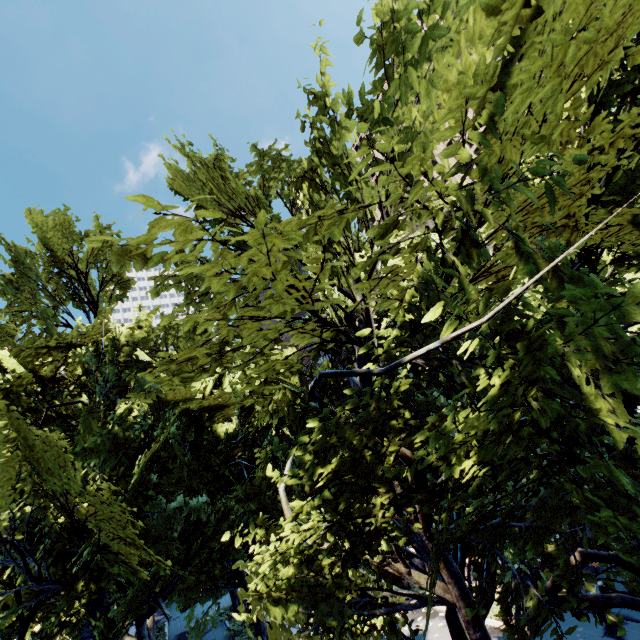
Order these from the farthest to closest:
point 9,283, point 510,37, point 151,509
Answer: point 151,509 → point 9,283 → point 510,37

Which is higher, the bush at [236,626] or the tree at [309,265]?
the tree at [309,265]

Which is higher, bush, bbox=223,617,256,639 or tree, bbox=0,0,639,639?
tree, bbox=0,0,639,639

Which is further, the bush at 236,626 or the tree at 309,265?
the bush at 236,626

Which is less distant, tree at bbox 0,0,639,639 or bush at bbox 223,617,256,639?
tree at bbox 0,0,639,639
